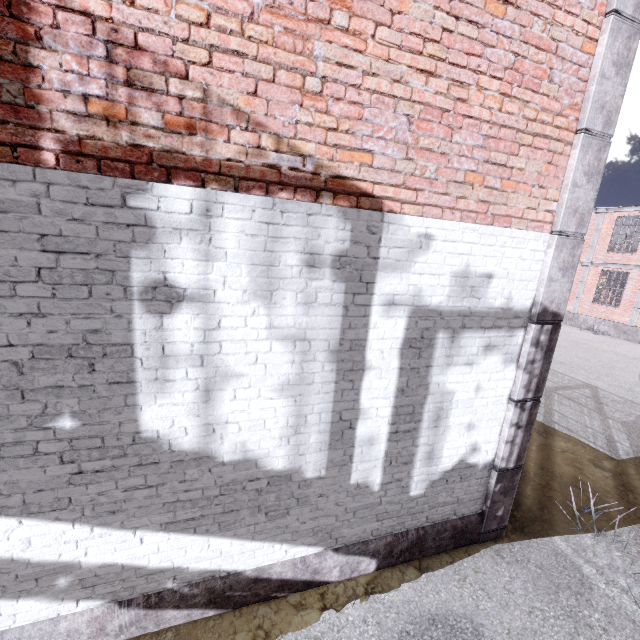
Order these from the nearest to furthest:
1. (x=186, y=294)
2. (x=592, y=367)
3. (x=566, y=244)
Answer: (x=186, y=294) < (x=566, y=244) < (x=592, y=367)

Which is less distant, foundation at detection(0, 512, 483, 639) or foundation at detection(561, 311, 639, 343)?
foundation at detection(0, 512, 483, 639)

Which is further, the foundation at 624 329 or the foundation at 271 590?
the foundation at 624 329
